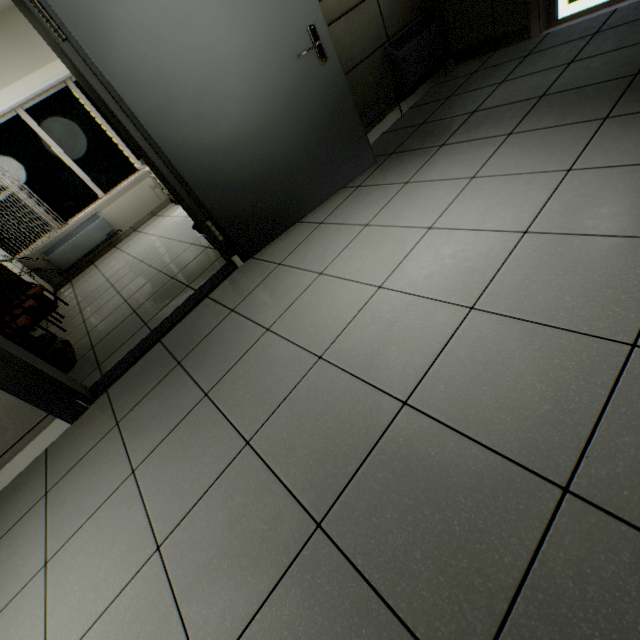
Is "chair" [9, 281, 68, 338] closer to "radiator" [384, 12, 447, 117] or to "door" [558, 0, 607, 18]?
"radiator" [384, 12, 447, 117]

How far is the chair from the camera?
3.2 meters

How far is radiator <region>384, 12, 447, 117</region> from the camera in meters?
3.1

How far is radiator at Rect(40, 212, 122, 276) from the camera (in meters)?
5.75

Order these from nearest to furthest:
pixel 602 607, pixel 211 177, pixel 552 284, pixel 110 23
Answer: pixel 602 607
pixel 552 284
pixel 110 23
pixel 211 177

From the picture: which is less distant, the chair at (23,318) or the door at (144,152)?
the door at (144,152)

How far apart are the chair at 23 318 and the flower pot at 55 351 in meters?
1.0 m

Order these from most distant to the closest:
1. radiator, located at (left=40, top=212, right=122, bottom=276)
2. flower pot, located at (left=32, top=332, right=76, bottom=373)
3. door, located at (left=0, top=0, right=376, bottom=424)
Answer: radiator, located at (left=40, top=212, right=122, bottom=276)
flower pot, located at (left=32, top=332, right=76, bottom=373)
door, located at (left=0, top=0, right=376, bottom=424)
